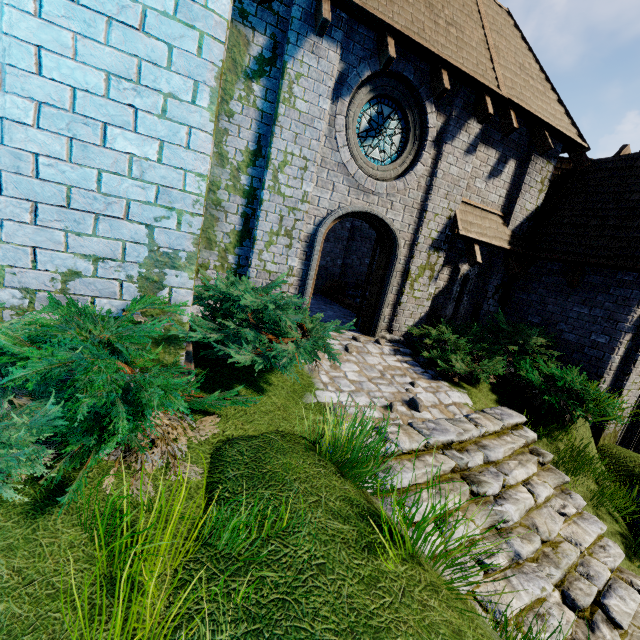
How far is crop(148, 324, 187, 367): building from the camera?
3.4 meters

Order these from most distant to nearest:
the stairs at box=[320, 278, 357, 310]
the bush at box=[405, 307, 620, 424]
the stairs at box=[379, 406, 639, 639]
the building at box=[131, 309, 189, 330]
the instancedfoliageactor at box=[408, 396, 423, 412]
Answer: the stairs at box=[320, 278, 357, 310], the bush at box=[405, 307, 620, 424], the instancedfoliageactor at box=[408, 396, 423, 412], the stairs at box=[379, 406, 639, 639], the building at box=[131, 309, 189, 330]

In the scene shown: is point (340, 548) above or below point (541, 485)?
above

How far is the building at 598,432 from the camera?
7.83m

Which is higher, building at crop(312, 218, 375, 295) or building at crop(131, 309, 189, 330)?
building at crop(312, 218, 375, 295)

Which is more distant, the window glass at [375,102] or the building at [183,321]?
the window glass at [375,102]

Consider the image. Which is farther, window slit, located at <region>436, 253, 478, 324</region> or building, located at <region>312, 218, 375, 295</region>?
building, located at <region>312, 218, 375, 295</region>
